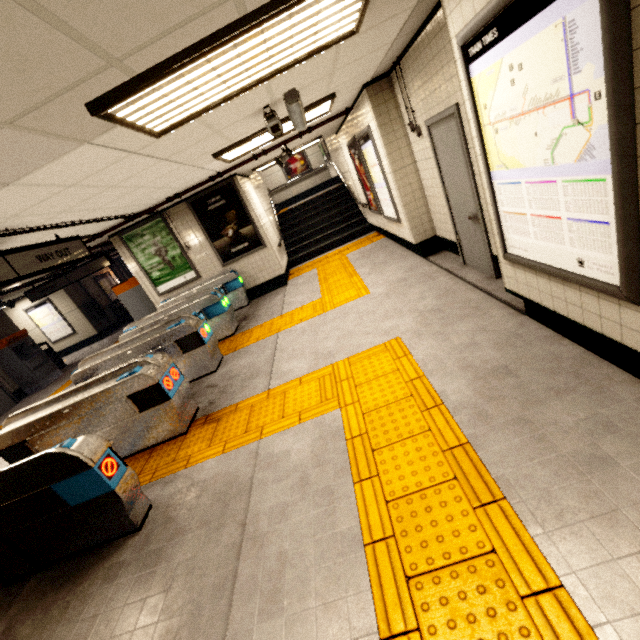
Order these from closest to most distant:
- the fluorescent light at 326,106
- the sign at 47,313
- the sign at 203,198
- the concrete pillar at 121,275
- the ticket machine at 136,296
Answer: the fluorescent light at 326,106, the sign at 203,198, the ticket machine at 136,296, the sign at 47,313, the concrete pillar at 121,275

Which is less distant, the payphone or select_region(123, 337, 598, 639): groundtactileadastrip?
select_region(123, 337, 598, 639): groundtactileadastrip

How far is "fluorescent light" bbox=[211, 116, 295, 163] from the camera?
4.70m

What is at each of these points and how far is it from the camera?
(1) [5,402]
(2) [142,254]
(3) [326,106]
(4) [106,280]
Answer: (1) door, 9.7 meters
(2) sign, 8.2 meters
(3) fluorescent light, 5.0 meters
(4) sign, 16.0 meters

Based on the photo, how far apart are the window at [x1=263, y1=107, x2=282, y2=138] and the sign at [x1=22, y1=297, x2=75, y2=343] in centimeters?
1438cm

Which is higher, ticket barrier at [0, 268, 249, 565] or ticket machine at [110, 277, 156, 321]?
ticket machine at [110, 277, 156, 321]

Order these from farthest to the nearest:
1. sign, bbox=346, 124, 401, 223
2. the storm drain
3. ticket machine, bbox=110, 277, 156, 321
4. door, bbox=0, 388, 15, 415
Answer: door, bbox=0, 388, 15, 415
ticket machine, bbox=110, 277, 156, 321
sign, bbox=346, 124, 401, 223
the storm drain

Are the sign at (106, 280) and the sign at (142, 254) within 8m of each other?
no
